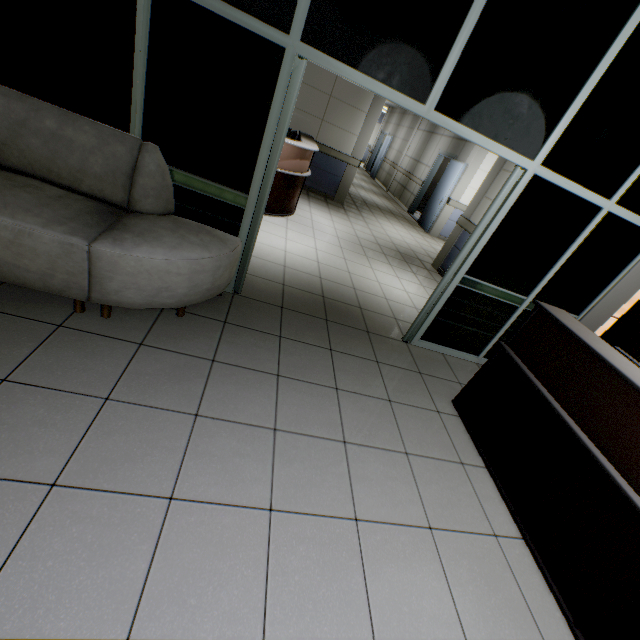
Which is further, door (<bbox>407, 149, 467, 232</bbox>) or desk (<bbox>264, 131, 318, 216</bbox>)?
door (<bbox>407, 149, 467, 232</bbox>)

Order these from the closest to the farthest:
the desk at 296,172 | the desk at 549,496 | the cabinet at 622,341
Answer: the desk at 549,496, the cabinet at 622,341, the desk at 296,172

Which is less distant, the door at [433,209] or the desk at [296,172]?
the desk at [296,172]

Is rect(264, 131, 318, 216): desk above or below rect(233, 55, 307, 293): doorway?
below

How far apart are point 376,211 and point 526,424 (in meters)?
8.37

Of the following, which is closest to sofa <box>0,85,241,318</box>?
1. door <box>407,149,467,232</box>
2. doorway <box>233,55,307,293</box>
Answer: doorway <box>233,55,307,293</box>

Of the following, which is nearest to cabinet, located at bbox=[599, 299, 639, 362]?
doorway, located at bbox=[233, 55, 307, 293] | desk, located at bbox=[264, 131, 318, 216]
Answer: doorway, located at bbox=[233, 55, 307, 293]

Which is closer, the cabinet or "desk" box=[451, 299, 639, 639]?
"desk" box=[451, 299, 639, 639]
